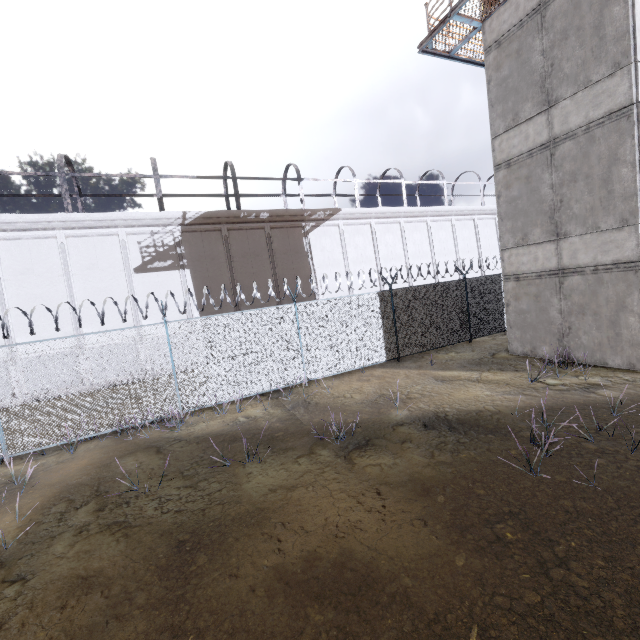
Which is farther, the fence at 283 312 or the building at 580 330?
the fence at 283 312

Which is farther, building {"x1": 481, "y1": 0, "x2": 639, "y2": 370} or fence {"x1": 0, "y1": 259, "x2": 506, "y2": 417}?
fence {"x1": 0, "y1": 259, "x2": 506, "y2": 417}

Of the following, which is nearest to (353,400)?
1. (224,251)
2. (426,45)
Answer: (224,251)
